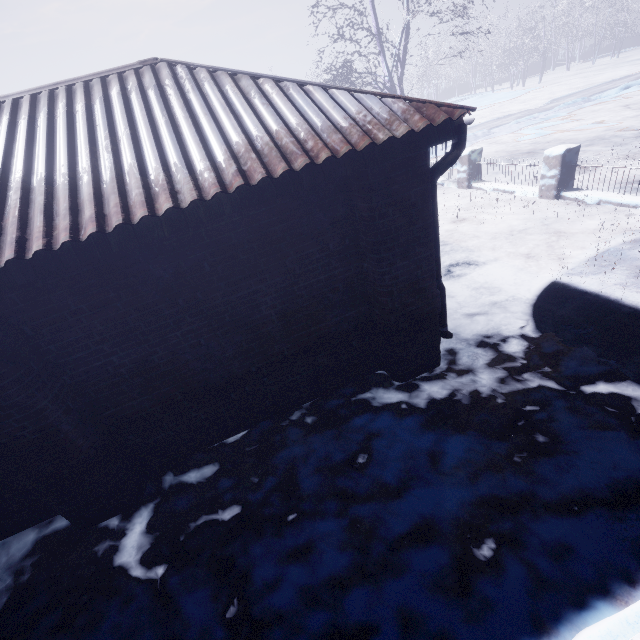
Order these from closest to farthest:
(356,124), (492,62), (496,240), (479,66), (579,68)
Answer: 1. (356,124)
2. (496,240)
3. (579,68)
4. (492,62)
5. (479,66)

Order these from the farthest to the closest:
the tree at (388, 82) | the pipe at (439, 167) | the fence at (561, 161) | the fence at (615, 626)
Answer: the tree at (388, 82), the fence at (561, 161), the pipe at (439, 167), the fence at (615, 626)

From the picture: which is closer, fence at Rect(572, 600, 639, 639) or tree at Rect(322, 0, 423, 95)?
fence at Rect(572, 600, 639, 639)

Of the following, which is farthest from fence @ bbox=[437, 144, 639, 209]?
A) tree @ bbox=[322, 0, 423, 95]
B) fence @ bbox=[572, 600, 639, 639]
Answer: fence @ bbox=[572, 600, 639, 639]

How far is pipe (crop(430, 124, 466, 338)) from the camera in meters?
2.5

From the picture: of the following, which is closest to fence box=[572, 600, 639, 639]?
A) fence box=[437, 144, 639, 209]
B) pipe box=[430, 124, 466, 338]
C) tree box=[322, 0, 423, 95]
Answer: pipe box=[430, 124, 466, 338]

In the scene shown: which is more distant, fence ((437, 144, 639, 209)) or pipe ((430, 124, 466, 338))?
fence ((437, 144, 639, 209))

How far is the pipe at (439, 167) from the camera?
2.5m
